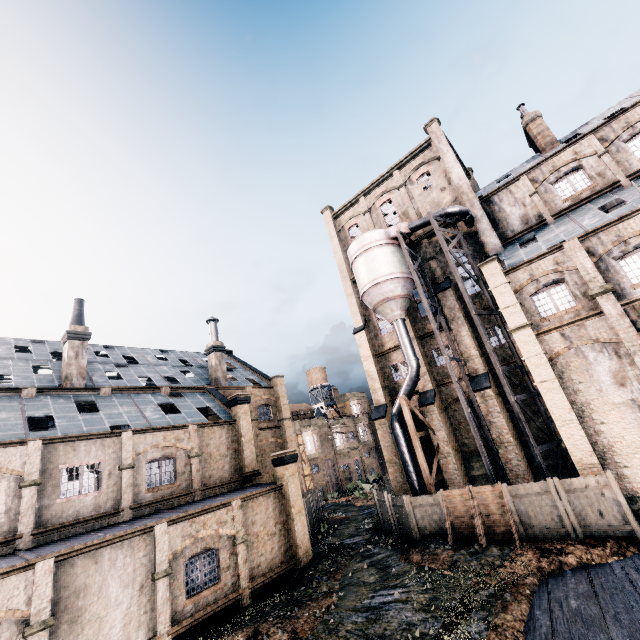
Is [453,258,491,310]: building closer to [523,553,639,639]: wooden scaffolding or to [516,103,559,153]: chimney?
[523,553,639,639]: wooden scaffolding

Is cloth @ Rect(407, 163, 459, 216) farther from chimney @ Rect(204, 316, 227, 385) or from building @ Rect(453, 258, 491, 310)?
chimney @ Rect(204, 316, 227, 385)

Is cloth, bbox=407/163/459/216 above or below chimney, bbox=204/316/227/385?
above

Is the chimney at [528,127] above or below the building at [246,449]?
above

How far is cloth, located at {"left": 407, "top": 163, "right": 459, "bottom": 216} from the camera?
29.5m

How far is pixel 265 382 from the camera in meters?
39.1

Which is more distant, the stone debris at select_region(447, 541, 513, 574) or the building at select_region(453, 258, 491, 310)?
the building at select_region(453, 258, 491, 310)

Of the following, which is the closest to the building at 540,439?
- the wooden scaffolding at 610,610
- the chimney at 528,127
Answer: the wooden scaffolding at 610,610
